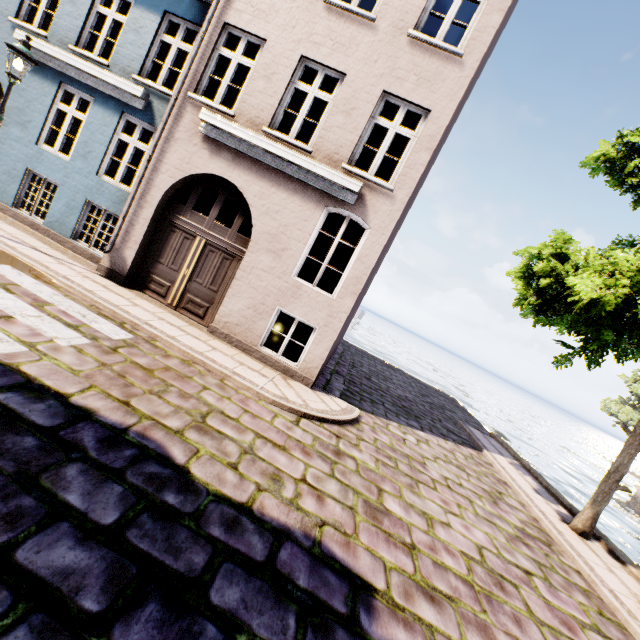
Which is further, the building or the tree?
the building

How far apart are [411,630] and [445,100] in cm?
846

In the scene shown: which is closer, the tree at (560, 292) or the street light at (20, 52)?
the tree at (560, 292)

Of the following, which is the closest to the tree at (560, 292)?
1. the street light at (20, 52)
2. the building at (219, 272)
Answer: the building at (219, 272)

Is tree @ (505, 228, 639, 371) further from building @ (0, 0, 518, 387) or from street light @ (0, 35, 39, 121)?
street light @ (0, 35, 39, 121)

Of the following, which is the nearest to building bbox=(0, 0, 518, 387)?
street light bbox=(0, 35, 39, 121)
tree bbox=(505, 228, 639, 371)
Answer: street light bbox=(0, 35, 39, 121)
